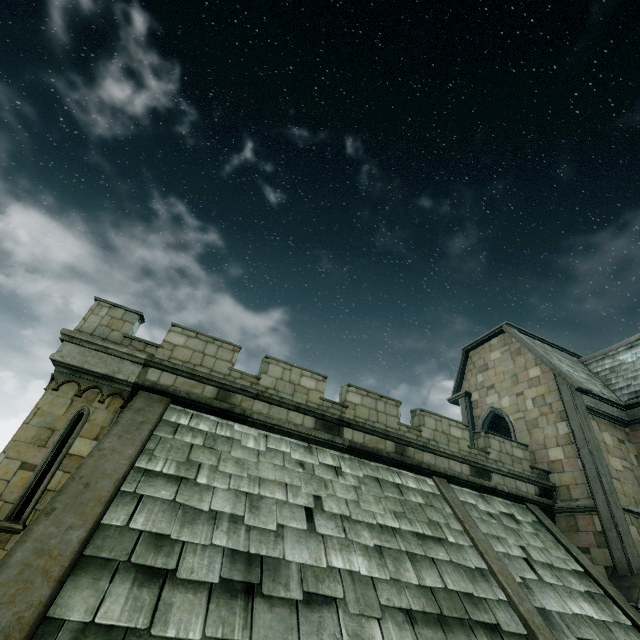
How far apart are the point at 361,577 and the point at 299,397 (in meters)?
4.87
